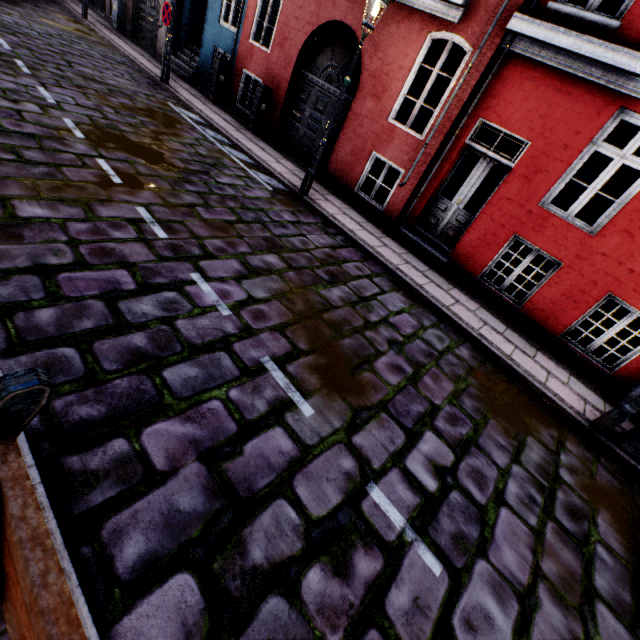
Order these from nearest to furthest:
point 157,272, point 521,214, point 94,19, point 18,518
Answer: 1. point 18,518
2. point 157,272
3. point 521,214
4. point 94,19

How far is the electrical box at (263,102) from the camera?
9.6m

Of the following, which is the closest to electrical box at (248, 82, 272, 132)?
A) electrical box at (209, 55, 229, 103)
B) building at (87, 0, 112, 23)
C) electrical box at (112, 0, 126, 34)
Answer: building at (87, 0, 112, 23)

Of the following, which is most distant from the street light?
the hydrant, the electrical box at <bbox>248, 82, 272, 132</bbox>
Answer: the electrical box at <bbox>248, 82, 272, 132</bbox>

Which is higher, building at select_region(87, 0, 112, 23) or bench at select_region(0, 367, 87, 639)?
bench at select_region(0, 367, 87, 639)

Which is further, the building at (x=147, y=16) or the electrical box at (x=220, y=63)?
the building at (x=147, y=16)

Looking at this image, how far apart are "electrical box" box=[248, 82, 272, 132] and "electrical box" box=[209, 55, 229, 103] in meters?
2.1

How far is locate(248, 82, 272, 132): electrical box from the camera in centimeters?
964cm
